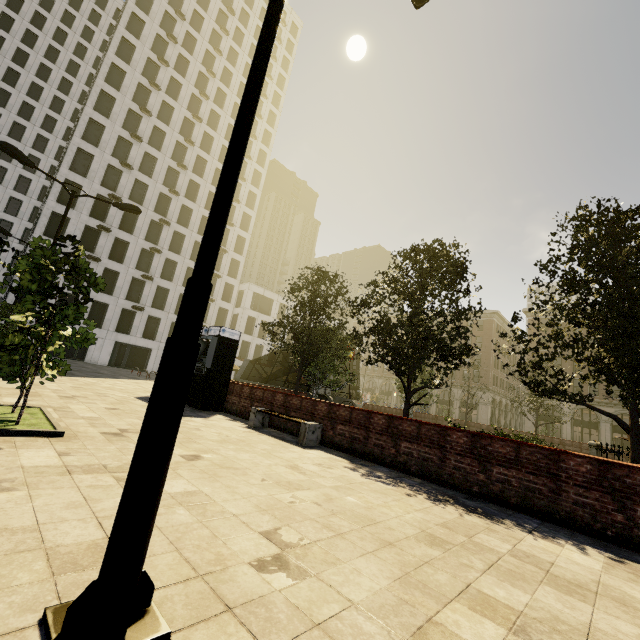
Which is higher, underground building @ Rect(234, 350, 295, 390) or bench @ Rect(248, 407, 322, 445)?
underground building @ Rect(234, 350, 295, 390)

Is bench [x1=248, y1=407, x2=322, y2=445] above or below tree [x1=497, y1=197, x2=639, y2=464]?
below

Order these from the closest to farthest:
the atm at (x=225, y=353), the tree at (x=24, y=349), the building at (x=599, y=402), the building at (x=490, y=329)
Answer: the tree at (x=24, y=349) < the atm at (x=225, y=353) < the building at (x=599, y=402) < the building at (x=490, y=329)

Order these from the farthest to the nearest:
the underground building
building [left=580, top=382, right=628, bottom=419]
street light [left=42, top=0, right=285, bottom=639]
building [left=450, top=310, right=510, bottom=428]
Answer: building [left=450, top=310, right=510, bottom=428] → building [left=580, top=382, right=628, bottom=419] → the underground building → street light [left=42, top=0, right=285, bottom=639]

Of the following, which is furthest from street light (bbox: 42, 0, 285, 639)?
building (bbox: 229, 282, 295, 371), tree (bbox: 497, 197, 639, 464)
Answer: building (bbox: 229, 282, 295, 371)

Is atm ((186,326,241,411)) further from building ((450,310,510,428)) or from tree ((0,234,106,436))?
building ((450,310,510,428))

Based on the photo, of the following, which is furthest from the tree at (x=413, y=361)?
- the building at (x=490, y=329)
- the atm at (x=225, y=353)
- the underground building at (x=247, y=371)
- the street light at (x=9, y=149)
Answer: the street light at (x=9, y=149)

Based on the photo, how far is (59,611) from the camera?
1.8m
